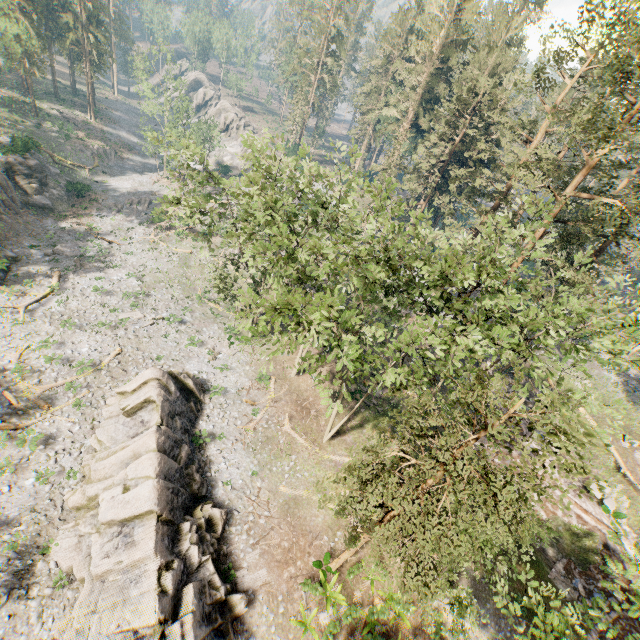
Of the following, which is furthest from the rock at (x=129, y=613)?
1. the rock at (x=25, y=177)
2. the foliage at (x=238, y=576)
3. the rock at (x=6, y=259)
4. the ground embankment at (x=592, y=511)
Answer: the rock at (x=25, y=177)

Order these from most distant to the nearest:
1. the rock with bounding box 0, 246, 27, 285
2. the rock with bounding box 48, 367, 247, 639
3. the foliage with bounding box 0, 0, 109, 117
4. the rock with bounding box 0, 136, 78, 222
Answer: the rock with bounding box 0, 136, 78, 222 < the foliage with bounding box 0, 0, 109, 117 < the rock with bounding box 0, 246, 27, 285 < the rock with bounding box 48, 367, 247, 639

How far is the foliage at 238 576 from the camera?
18.05m

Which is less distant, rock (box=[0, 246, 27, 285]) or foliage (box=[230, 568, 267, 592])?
foliage (box=[230, 568, 267, 592])

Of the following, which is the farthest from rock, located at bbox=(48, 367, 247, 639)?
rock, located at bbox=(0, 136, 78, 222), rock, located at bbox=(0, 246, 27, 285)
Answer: rock, located at bbox=(0, 136, 78, 222)

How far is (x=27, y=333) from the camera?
26.2m

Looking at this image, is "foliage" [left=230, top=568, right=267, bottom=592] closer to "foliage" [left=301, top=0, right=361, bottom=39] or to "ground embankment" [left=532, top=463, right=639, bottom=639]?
"foliage" [left=301, top=0, right=361, bottom=39]

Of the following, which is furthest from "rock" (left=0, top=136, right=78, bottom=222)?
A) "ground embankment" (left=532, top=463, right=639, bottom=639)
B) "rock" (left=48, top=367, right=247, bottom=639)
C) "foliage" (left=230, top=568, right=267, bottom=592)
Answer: "ground embankment" (left=532, top=463, right=639, bottom=639)
